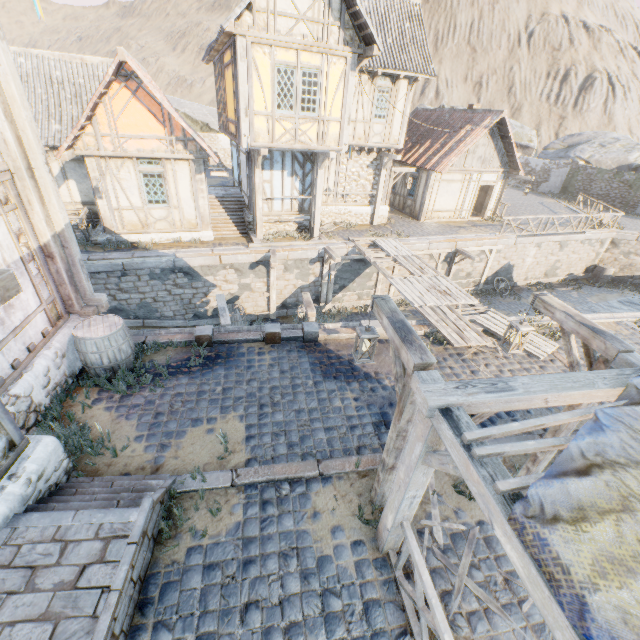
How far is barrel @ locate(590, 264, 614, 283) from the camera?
21.7 meters

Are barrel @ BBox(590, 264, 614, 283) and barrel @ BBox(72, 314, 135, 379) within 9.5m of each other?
no

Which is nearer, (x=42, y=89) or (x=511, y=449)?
(x=511, y=449)

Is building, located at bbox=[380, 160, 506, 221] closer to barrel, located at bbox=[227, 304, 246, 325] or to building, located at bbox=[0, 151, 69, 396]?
barrel, located at bbox=[227, 304, 246, 325]

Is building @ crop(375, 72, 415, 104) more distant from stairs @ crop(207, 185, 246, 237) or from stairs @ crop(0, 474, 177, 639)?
stairs @ crop(0, 474, 177, 639)

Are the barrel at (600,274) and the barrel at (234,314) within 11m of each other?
no

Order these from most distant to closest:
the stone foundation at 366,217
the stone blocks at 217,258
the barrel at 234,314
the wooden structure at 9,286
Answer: the stone foundation at 366,217
the barrel at 234,314
the stone blocks at 217,258
the wooden structure at 9,286

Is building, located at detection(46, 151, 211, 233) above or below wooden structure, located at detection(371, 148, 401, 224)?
below
